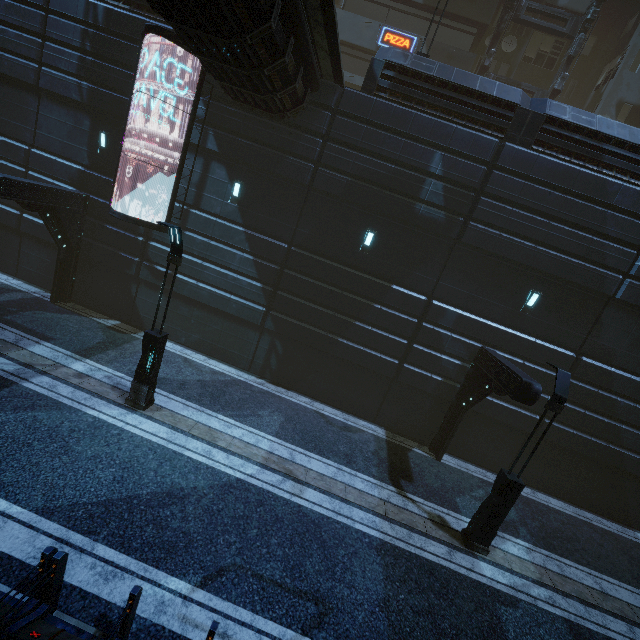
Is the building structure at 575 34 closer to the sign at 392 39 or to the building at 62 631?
the building at 62 631

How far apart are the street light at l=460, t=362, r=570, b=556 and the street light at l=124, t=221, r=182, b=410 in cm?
1008

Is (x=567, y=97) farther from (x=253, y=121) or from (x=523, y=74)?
(x=253, y=121)

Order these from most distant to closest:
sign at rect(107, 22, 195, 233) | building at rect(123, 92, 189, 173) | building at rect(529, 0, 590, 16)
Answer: building at rect(529, 0, 590, 16) → building at rect(123, 92, 189, 173) → sign at rect(107, 22, 195, 233)

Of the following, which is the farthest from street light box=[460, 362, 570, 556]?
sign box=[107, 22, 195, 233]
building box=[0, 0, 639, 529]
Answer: sign box=[107, 22, 195, 233]

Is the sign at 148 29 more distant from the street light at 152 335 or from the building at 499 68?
the street light at 152 335

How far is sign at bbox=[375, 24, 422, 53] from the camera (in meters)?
19.00

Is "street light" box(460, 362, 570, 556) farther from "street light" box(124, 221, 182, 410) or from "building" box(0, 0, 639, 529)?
"street light" box(124, 221, 182, 410)
